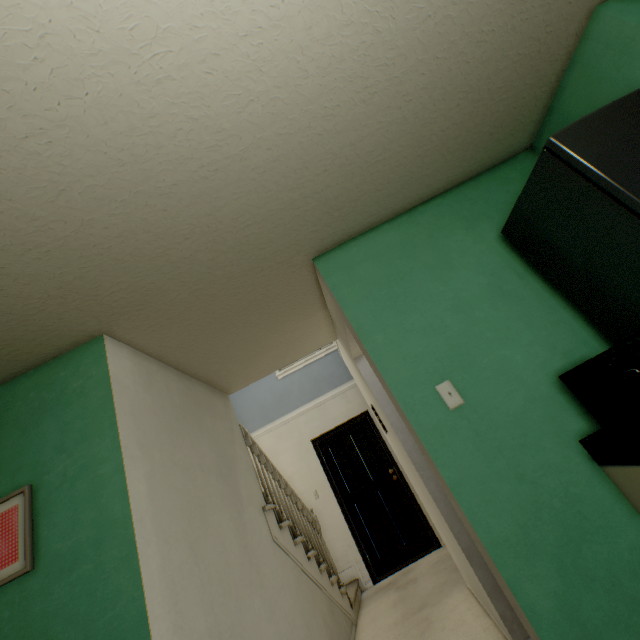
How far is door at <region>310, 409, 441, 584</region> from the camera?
4.8m

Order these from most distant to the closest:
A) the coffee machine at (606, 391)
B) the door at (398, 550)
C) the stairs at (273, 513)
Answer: the door at (398, 550) → the stairs at (273, 513) → the coffee machine at (606, 391)

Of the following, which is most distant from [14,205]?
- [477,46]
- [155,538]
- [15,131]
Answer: [477,46]

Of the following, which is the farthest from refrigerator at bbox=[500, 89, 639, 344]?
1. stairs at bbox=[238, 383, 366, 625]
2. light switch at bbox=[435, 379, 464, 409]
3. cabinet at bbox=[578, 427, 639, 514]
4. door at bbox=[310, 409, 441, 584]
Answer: door at bbox=[310, 409, 441, 584]

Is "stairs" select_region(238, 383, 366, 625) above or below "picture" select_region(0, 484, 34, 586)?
below

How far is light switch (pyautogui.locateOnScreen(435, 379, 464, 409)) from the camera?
1.6m

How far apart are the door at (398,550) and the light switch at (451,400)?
4.1 meters

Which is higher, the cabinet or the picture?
the picture
